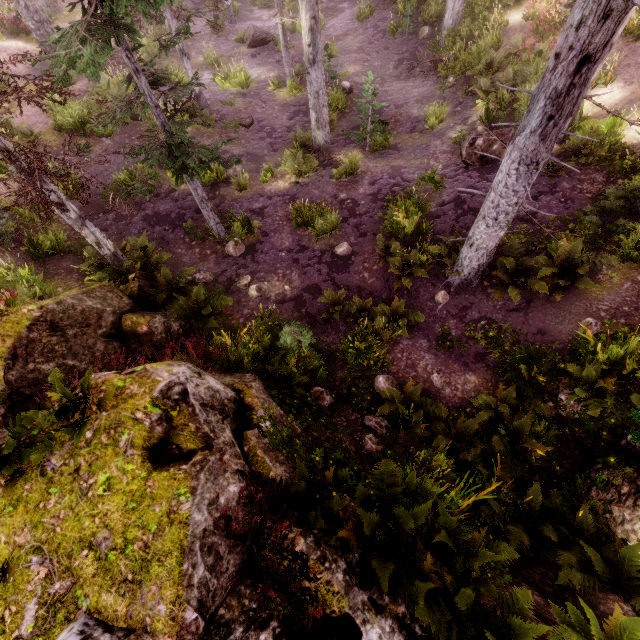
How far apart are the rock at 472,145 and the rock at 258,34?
15.5m

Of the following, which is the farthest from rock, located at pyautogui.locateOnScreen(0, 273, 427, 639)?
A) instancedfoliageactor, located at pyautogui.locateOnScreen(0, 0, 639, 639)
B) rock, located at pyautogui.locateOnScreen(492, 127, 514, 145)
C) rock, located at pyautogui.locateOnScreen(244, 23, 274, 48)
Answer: rock, located at pyautogui.locateOnScreen(244, 23, 274, 48)

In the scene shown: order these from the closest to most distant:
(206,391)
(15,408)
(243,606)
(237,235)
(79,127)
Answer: (243,606)
(206,391)
(15,408)
(237,235)
(79,127)

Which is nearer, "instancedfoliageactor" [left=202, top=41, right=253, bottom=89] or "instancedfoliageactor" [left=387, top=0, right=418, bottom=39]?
"instancedfoliageactor" [left=202, top=41, right=253, bottom=89]

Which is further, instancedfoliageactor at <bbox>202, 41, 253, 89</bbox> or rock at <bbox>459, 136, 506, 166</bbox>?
instancedfoliageactor at <bbox>202, 41, 253, 89</bbox>

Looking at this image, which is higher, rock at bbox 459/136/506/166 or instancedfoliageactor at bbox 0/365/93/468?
instancedfoliageactor at bbox 0/365/93/468

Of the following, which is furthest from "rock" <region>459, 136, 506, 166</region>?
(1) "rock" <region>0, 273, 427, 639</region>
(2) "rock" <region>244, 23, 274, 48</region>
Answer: (2) "rock" <region>244, 23, 274, 48</region>

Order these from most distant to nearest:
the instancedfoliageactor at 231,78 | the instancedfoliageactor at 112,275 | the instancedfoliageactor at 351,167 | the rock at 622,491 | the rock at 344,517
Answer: the instancedfoliageactor at 231,78 < the instancedfoliageactor at 351,167 < the rock at 622,491 < the rock at 344,517 < the instancedfoliageactor at 112,275
